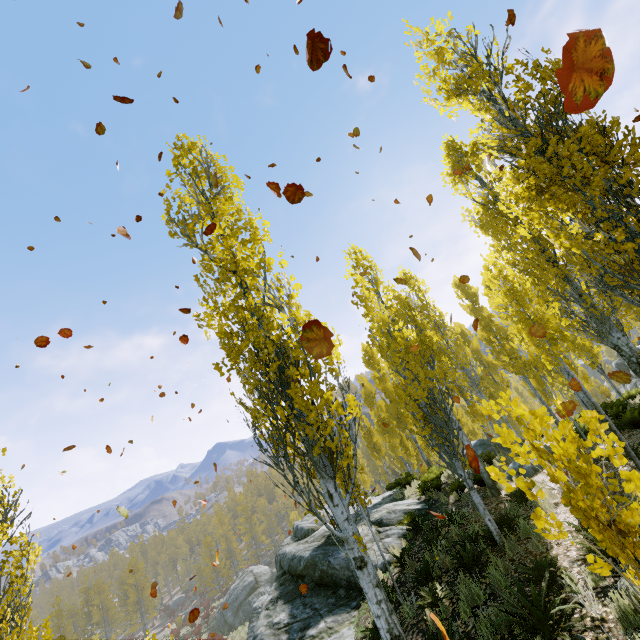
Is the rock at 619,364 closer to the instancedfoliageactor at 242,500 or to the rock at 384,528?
the instancedfoliageactor at 242,500

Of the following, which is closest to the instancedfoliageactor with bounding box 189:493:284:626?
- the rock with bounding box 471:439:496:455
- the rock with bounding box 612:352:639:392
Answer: the rock with bounding box 471:439:496:455

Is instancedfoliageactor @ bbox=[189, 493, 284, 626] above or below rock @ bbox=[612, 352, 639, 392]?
below

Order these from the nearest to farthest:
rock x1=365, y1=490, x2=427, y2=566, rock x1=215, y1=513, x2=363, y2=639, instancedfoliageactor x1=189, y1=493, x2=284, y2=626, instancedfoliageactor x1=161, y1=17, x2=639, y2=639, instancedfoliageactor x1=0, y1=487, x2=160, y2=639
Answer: instancedfoliageactor x1=161, y1=17, x2=639, y2=639 < instancedfoliageactor x1=0, y1=487, x2=160, y2=639 < rock x1=215, y1=513, x2=363, y2=639 < rock x1=365, y1=490, x2=427, y2=566 < instancedfoliageactor x1=189, y1=493, x2=284, y2=626

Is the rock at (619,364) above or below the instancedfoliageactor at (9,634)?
above

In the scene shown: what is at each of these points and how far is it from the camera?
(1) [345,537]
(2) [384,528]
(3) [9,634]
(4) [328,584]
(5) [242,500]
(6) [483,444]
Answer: (1) instancedfoliageactor, 4.2m
(2) rock, 11.3m
(3) instancedfoliageactor, 6.9m
(4) rock, 10.0m
(5) instancedfoliageactor, 52.5m
(6) rock, 20.0m

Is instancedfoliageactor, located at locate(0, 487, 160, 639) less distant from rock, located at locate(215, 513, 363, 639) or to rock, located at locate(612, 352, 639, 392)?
rock, located at locate(215, 513, 363, 639)

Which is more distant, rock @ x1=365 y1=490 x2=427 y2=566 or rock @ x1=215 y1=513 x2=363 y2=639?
rock @ x1=365 y1=490 x2=427 y2=566
